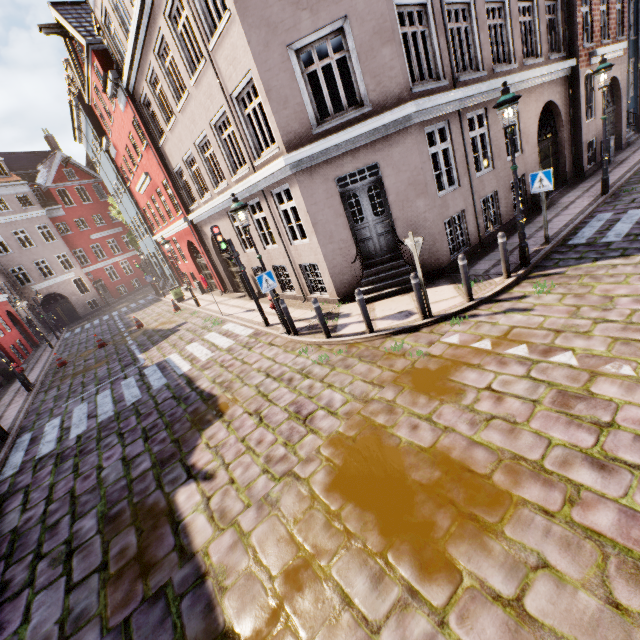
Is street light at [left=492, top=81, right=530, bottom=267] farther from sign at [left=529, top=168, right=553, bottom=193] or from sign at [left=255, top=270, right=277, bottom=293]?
sign at [left=529, top=168, right=553, bottom=193]

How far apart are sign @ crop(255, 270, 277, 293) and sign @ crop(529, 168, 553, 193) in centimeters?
703cm

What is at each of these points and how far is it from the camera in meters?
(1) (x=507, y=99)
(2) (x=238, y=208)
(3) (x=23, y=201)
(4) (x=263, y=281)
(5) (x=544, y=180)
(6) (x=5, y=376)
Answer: (1) street light, 6.5
(2) street light, 7.9
(3) building, 30.3
(4) sign, 8.5
(5) sign, 7.9
(6) building, 17.2

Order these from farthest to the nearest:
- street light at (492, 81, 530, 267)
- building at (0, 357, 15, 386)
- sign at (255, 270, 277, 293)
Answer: building at (0, 357, 15, 386) → sign at (255, 270, 277, 293) → street light at (492, 81, 530, 267)

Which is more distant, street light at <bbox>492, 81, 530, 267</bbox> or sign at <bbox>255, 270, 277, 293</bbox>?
sign at <bbox>255, 270, 277, 293</bbox>

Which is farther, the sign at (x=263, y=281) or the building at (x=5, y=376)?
the building at (x=5, y=376)

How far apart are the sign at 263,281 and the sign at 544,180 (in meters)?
7.03

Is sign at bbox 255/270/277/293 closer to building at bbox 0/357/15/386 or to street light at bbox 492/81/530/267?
street light at bbox 492/81/530/267
